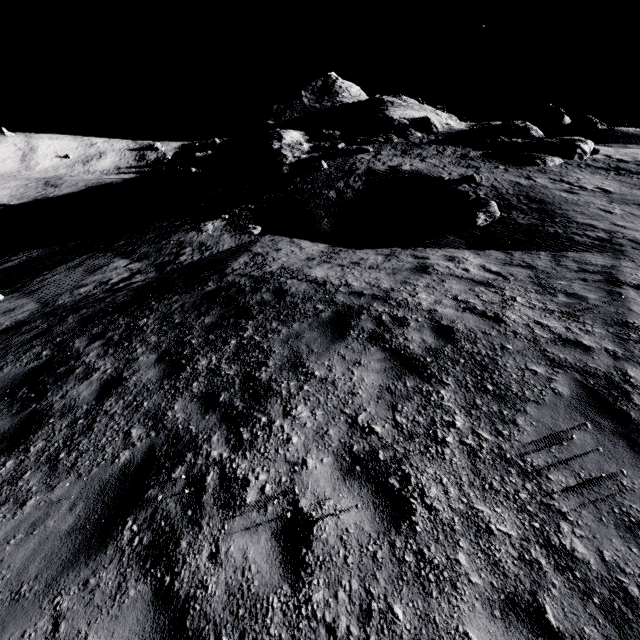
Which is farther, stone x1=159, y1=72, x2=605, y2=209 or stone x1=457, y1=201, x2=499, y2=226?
stone x1=159, y1=72, x2=605, y2=209

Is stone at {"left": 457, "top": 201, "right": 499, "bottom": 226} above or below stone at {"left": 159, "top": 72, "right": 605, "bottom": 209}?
below

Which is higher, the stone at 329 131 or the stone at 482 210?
the stone at 329 131

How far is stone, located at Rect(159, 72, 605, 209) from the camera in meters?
24.2

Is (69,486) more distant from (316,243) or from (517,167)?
(517,167)

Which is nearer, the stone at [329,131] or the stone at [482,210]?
the stone at [482,210]

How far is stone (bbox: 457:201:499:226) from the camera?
13.02m
